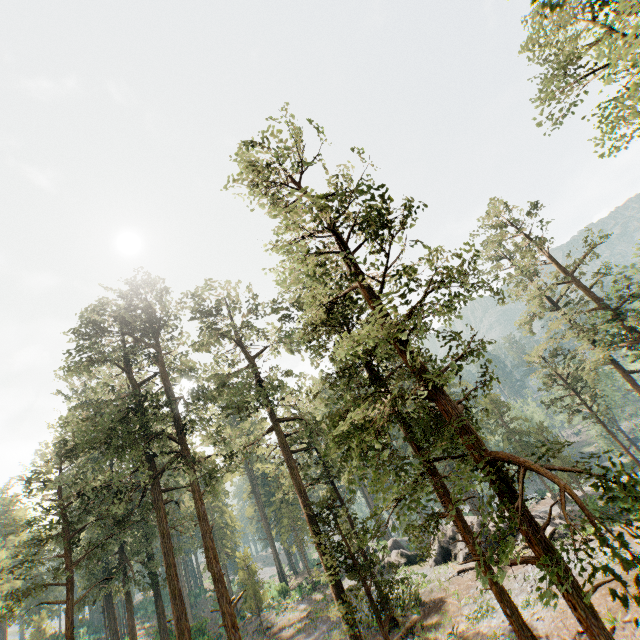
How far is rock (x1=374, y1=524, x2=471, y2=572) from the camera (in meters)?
28.91

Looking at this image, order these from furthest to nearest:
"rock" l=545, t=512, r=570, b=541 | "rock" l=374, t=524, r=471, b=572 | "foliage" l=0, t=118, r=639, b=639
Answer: "rock" l=374, t=524, r=471, b=572 → "rock" l=545, t=512, r=570, b=541 → "foliage" l=0, t=118, r=639, b=639

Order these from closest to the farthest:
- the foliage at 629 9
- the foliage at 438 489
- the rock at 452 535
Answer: the foliage at 438 489 < the foliage at 629 9 < the rock at 452 535

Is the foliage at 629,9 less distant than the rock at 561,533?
Yes

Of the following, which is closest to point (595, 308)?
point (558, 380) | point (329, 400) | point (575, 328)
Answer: point (575, 328)

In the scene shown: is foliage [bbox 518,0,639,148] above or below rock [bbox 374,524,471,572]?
above
